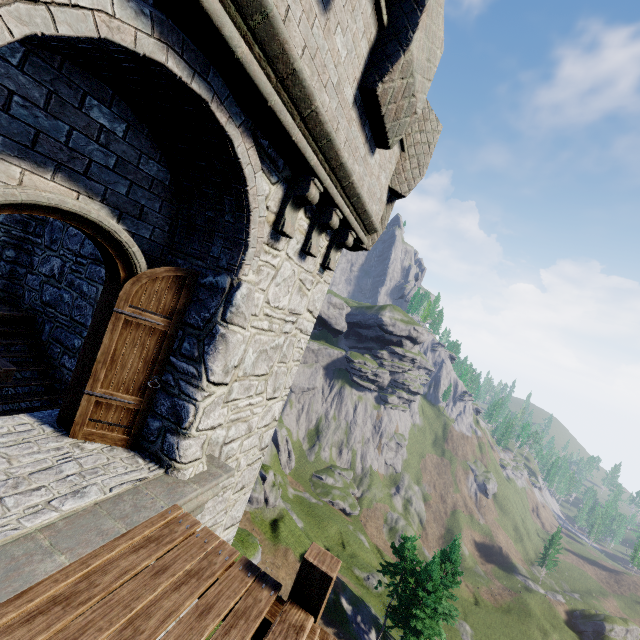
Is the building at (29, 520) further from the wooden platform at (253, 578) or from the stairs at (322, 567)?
the stairs at (322, 567)

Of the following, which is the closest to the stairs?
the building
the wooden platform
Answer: the wooden platform

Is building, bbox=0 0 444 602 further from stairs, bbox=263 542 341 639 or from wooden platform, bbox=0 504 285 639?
stairs, bbox=263 542 341 639

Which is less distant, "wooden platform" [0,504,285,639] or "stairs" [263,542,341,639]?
"wooden platform" [0,504,285,639]

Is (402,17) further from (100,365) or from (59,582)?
(59,582)
